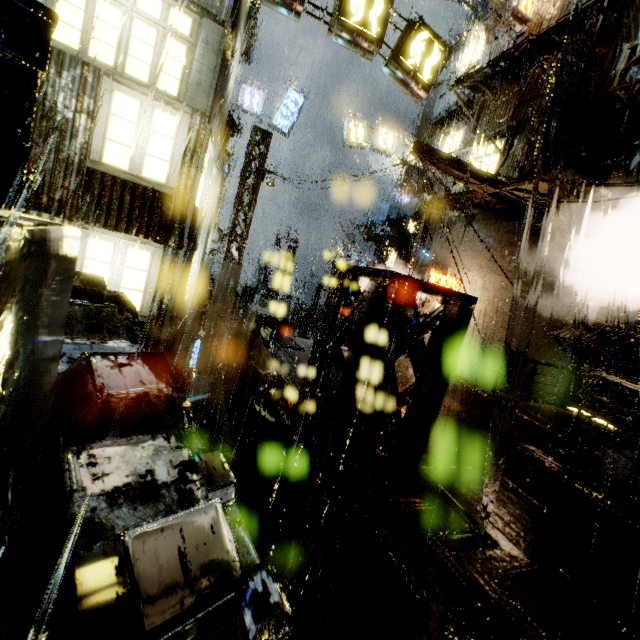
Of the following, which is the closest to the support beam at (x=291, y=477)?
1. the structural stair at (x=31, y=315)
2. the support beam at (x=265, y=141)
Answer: the structural stair at (x=31, y=315)

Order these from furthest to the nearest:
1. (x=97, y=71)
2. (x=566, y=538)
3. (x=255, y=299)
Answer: (x=255, y=299)
(x=97, y=71)
(x=566, y=538)

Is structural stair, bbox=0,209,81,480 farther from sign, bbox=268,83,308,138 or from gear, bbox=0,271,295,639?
sign, bbox=268,83,308,138

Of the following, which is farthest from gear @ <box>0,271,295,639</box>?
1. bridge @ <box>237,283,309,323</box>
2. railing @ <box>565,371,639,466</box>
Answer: bridge @ <box>237,283,309,323</box>

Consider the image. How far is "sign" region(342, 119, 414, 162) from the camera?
18.5 meters

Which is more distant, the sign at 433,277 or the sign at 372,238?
the sign at 372,238

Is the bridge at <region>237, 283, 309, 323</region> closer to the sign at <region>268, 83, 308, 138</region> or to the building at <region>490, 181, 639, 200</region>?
the building at <region>490, 181, 639, 200</region>

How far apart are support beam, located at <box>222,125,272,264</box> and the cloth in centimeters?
670cm
